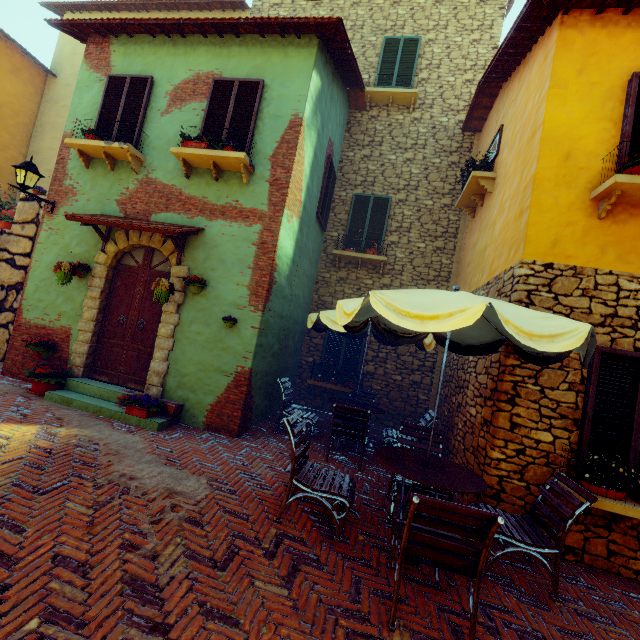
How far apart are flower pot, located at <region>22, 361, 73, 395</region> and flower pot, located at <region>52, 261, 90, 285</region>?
1.6 meters

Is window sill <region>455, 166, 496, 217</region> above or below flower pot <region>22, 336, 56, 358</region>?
above

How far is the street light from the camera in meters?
6.2

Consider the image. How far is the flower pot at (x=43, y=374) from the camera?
5.9 meters

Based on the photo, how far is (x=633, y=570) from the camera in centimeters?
384cm

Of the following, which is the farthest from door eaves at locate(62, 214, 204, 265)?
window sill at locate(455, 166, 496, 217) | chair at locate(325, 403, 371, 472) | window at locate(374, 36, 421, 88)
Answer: window at locate(374, 36, 421, 88)

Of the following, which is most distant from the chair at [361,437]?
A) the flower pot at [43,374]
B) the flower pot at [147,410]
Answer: the flower pot at [43,374]

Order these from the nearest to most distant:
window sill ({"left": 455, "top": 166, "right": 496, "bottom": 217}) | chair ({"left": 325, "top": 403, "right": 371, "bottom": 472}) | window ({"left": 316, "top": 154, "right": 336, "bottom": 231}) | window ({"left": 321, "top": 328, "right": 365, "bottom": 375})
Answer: chair ({"left": 325, "top": 403, "right": 371, "bottom": 472}), window sill ({"left": 455, "top": 166, "right": 496, "bottom": 217}), window ({"left": 316, "top": 154, "right": 336, "bottom": 231}), window ({"left": 321, "top": 328, "right": 365, "bottom": 375})
